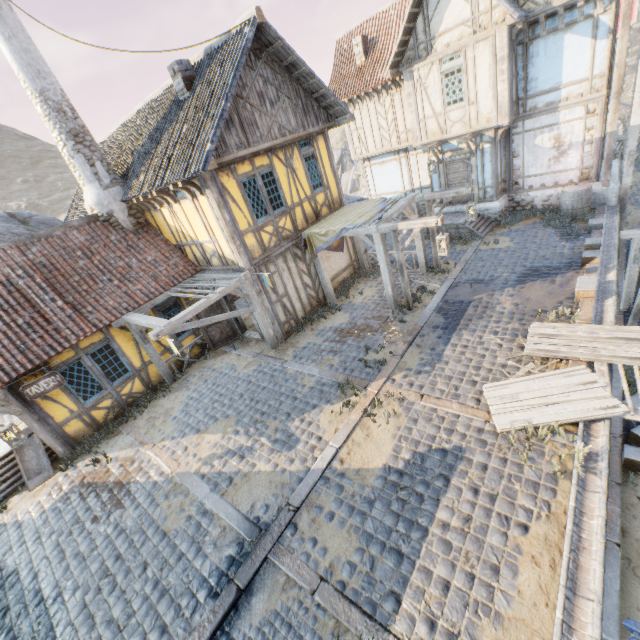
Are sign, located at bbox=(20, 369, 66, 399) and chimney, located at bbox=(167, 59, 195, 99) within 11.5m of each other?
yes

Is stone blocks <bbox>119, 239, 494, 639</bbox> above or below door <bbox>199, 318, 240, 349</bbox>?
below

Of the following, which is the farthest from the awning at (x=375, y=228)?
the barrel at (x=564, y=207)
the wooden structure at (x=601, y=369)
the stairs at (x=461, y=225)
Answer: the barrel at (x=564, y=207)

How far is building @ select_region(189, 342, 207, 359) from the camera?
12.1 meters

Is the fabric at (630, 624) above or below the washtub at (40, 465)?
below

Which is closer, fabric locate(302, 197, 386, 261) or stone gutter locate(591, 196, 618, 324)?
stone gutter locate(591, 196, 618, 324)

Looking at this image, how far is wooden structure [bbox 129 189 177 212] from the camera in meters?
9.8 m

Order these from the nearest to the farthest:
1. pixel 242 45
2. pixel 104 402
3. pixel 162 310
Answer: pixel 242 45
pixel 104 402
pixel 162 310
